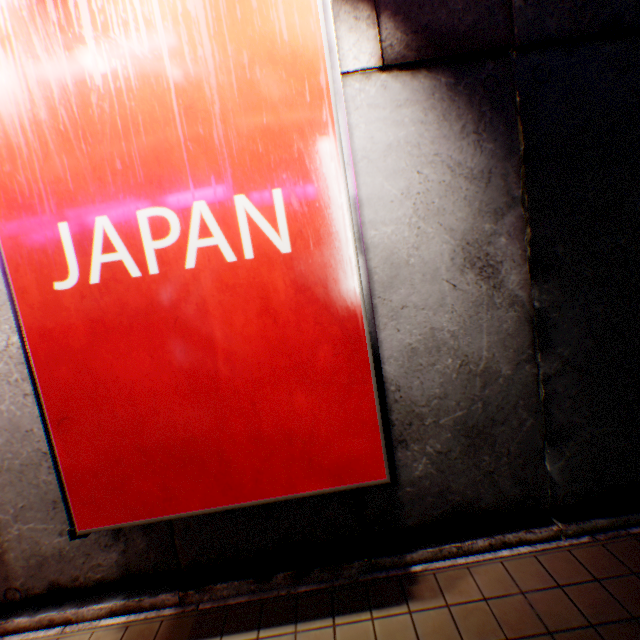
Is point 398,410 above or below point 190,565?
above
